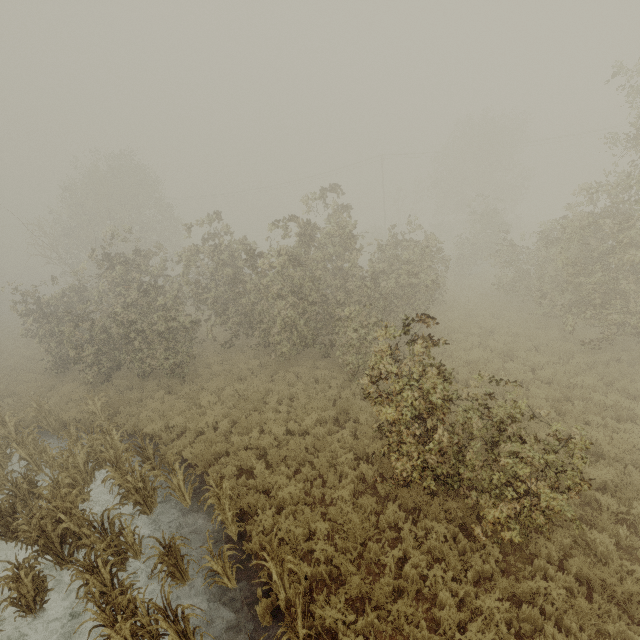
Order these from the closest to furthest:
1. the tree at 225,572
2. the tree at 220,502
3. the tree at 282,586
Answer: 1. the tree at 282,586
2. the tree at 225,572
3. the tree at 220,502

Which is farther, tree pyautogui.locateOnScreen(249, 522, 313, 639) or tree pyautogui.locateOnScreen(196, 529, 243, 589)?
tree pyautogui.locateOnScreen(196, 529, 243, 589)

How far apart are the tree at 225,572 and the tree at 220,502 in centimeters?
54cm

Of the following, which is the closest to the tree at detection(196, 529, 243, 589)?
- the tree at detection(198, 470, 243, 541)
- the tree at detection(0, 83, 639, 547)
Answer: the tree at detection(198, 470, 243, 541)

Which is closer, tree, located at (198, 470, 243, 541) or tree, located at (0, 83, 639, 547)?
tree, located at (0, 83, 639, 547)

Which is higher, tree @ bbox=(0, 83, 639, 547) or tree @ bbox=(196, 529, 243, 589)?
tree @ bbox=(0, 83, 639, 547)

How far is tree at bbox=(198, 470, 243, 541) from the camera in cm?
713

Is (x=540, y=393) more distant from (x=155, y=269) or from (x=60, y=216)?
(x=60, y=216)
